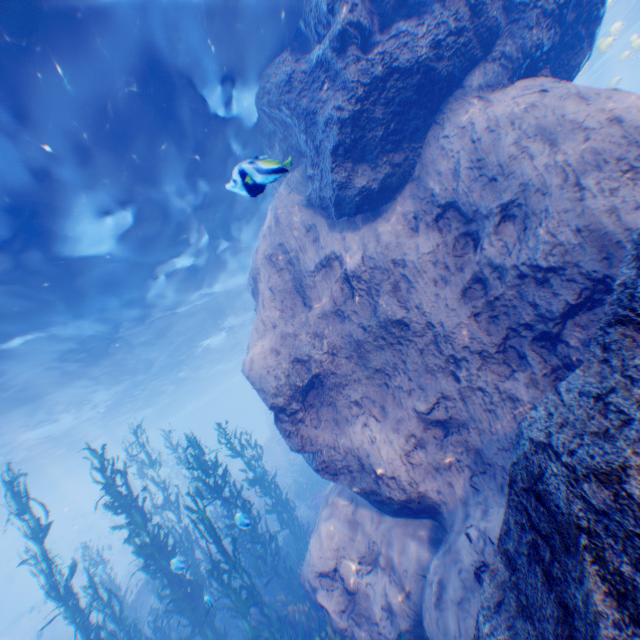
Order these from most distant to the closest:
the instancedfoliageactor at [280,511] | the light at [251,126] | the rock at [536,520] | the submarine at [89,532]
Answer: the submarine at [89,532] < the instancedfoliageactor at [280,511] < the light at [251,126] < the rock at [536,520]

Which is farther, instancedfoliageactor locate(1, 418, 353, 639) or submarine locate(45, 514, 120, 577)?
submarine locate(45, 514, 120, 577)

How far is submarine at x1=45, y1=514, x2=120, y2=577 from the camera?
34.6 meters

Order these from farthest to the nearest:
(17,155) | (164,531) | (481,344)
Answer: (164,531) < (17,155) < (481,344)

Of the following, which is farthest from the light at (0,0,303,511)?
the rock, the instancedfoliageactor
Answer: the instancedfoliageactor

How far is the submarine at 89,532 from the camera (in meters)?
34.57

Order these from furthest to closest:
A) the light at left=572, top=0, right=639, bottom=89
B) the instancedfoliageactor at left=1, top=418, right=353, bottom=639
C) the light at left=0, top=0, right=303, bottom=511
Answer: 1. the light at left=572, top=0, right=639, bottom=89
2. the instancedfoliageactor at left=1, top=418, right=353, bottom=639
3. the light at left=0, top=0, right=303, bottom=511
